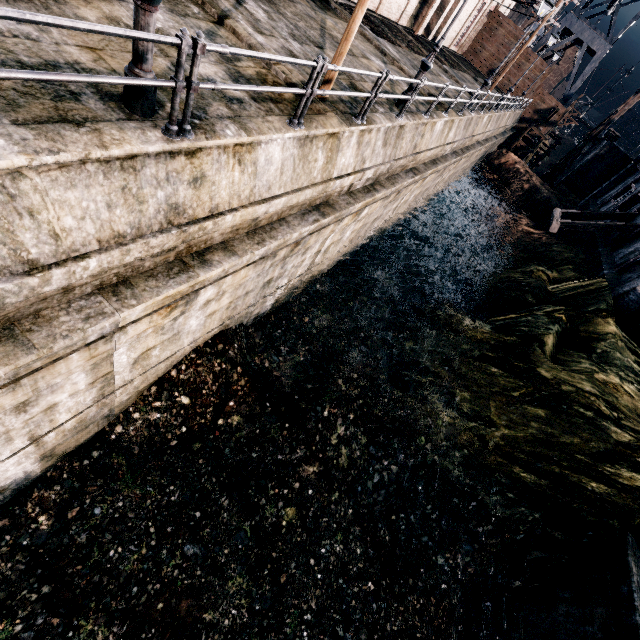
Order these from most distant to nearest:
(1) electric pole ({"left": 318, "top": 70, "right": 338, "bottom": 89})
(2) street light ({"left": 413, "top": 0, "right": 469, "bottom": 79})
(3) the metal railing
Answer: (2) street light ({"left": 413, "top": 0, "right": 469, "bottom": 79})
(1) electric pole ({"left": 318, "top": 70, "right": 338, "bottom": 89})
(3) the metal railing

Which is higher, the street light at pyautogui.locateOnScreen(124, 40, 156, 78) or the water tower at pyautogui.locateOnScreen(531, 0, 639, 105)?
the water tower at pyautogui.locateOnScreen(531, 0, 639, 105)

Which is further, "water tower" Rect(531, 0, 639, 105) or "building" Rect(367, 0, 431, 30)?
"water tower" Rect(531, 0, 639, 105)

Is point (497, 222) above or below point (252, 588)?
above

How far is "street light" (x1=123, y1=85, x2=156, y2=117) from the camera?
4.5 meters

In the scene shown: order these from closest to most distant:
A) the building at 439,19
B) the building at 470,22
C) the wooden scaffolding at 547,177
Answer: the building at 439,19, the wooden scaffolding at 547,177, the building at 470,22

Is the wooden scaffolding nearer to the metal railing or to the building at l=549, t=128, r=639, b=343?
the building at l=549, t=128, r=639, b=343

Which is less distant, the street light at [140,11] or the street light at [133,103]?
the street light at [140,11]
